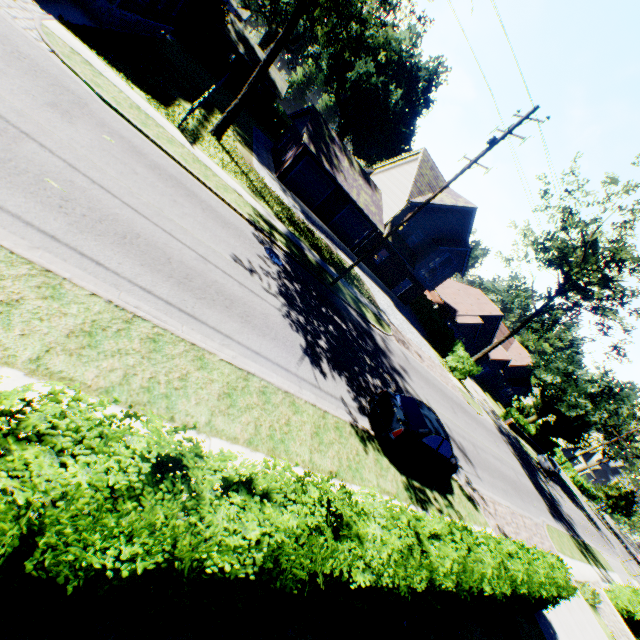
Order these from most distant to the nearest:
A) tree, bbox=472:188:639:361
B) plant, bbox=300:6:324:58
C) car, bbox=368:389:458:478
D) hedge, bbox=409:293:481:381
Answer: plant, bbox=300:6:324:58 < hedge, bbox=409:293:481:381 < tree, bbox=472:188:639:361 < car, bbox=368:389:458:478

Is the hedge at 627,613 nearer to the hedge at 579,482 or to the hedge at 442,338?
the hedge at 442,338

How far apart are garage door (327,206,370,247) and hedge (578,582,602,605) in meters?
28.0 m

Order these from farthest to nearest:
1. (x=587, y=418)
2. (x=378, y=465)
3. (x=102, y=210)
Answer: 1. (x=587, y=418)
2. (x=378, y=465)
3. (x=102, y=210)

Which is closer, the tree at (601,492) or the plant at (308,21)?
the plant at (308,21)

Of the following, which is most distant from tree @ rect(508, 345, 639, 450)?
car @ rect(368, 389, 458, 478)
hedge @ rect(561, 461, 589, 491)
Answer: car @ rect(368, 389, 458, 478)

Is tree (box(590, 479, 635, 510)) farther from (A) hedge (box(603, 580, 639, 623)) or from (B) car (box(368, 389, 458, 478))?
(A) hedge (box(603, 580, 639, 623))

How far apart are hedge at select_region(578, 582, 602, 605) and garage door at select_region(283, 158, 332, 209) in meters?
30.6 m
